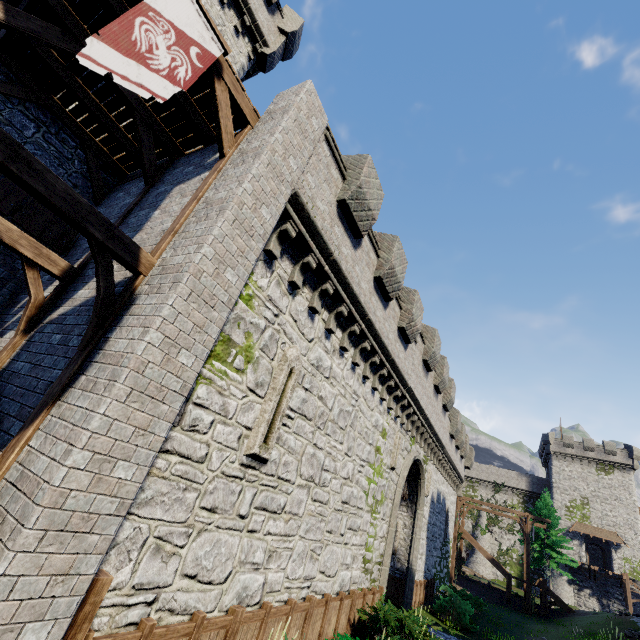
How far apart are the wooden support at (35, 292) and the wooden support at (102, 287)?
2.5m

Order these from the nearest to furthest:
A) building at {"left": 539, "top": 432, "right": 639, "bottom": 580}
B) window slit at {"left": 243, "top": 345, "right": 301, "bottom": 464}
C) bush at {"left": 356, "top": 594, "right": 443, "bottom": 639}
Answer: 1. window slit at {"left": 243, "top": 345, "right": 301, "bottom": 464}
2. bush at {"left": 356, "top": 594, "right": 443, "bottom": 639}
3. building at {"left": 539, "top": 432, "right": 639, "bottom": 580}

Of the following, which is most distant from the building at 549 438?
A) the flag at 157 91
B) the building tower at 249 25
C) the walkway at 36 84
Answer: the flag at 157 91

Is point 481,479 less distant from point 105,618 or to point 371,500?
point 371,500

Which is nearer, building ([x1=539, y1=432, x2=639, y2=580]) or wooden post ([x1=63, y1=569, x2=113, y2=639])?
wooden post ([x1=63, y1=569, x2=113, y2=639])

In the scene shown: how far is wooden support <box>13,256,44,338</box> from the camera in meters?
5.9

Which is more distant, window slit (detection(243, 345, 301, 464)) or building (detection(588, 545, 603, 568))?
building (detection(588, 545, 603, 568))

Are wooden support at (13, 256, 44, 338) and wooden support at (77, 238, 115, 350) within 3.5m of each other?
yes
